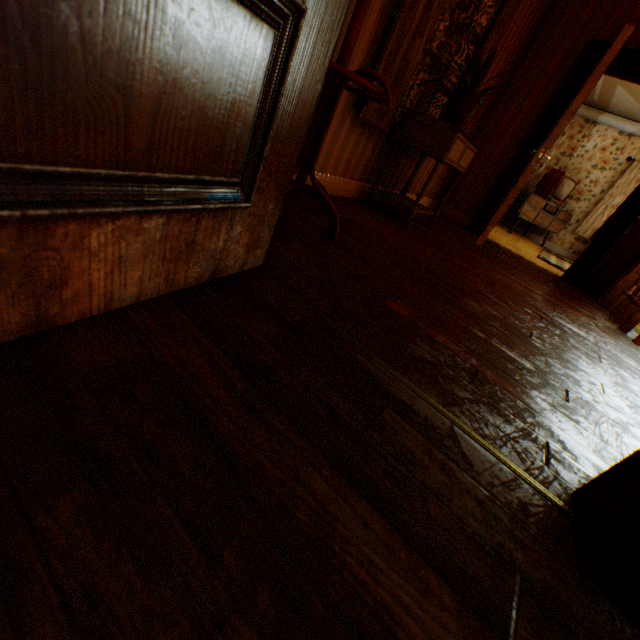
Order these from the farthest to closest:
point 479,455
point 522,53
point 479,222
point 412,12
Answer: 1. point 479,222
2. point 522,53
3. point 412,12
4. point 479,455

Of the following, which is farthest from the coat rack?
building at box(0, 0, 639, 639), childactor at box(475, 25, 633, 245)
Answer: childactor at box(475, 25, 633, 245)

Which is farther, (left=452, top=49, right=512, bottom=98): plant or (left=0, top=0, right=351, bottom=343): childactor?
(left=452, top=49, right=512, bottom=98): plant

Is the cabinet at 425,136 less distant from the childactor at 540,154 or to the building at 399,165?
the building at 399,165

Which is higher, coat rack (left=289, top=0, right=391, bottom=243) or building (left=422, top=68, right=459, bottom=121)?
building (left=422, top=68, right=459, bottom=121)

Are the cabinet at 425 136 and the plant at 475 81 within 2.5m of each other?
yes

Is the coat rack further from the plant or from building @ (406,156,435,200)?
the plant

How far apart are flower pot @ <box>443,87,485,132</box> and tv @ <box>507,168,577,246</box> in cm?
560
